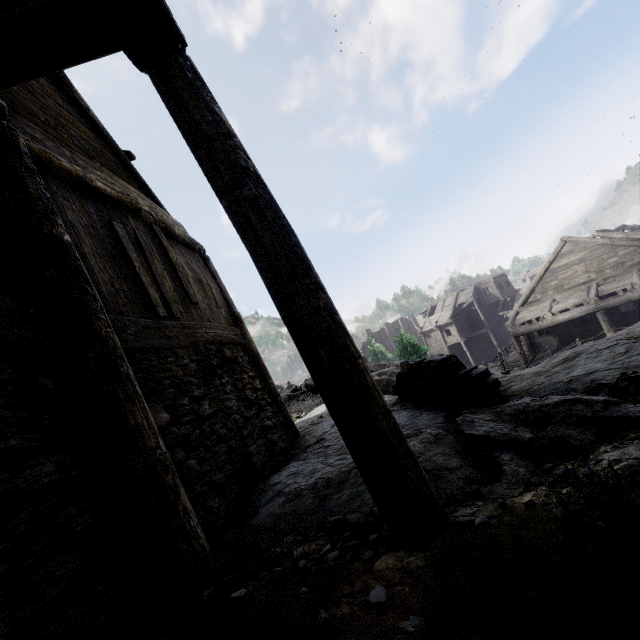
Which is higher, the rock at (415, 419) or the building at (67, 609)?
the building at (67, 609)

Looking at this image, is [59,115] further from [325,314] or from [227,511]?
[227,511]

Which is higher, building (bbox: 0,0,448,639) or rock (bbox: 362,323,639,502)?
building (bbox: 0,0,448,639)

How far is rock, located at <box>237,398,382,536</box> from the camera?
3.17m

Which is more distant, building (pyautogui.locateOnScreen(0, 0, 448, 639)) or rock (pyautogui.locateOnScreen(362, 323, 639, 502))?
rock (pyautogui.locateOnScreen(362, 323, 639, 502))
